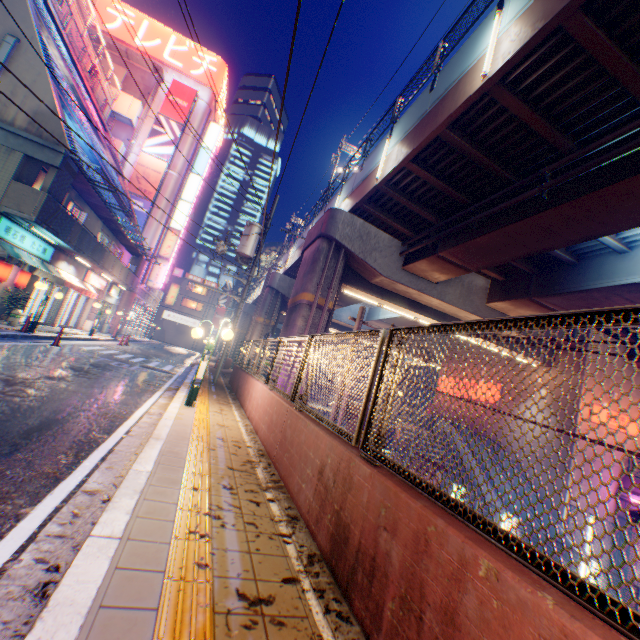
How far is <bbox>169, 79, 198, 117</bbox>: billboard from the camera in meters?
33.8 m

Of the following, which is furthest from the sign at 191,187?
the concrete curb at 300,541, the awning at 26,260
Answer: the awning at 26,260

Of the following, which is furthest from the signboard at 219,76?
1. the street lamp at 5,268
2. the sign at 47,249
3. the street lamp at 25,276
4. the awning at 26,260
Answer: the street lamp at 5,268

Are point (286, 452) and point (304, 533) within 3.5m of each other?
yes

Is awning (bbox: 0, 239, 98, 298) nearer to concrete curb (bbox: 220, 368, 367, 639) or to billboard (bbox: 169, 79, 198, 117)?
concrete curb (bbox: 220, 368, 367, 639)

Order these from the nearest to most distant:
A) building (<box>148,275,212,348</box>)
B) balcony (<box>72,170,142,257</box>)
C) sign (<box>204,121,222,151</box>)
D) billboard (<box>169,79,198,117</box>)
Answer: balcony (<box>72,170,142,257</box>) < billboard (<box>169,79,198,117</box>) < sign (<box>204,121,222,151</box>) < building (<box>148,275,212,348</box>)

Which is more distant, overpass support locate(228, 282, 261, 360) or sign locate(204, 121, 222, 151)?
overpass support locate(228, 282, 261, 360)

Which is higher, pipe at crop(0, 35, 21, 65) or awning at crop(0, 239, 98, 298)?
pipe at crop(0, 35, 21, 65)
